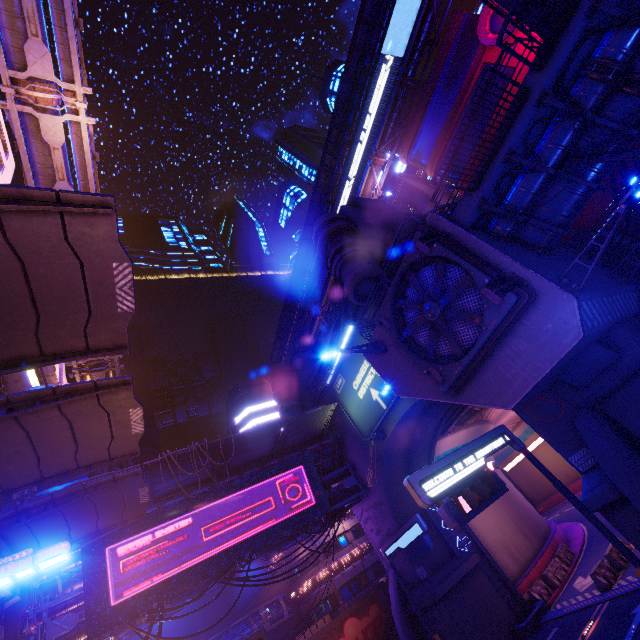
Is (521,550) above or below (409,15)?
below

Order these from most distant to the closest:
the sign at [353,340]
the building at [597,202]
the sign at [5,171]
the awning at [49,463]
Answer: the building at [597,202]
the sign at [353,340]
the sign at [5,171]
the awning at [49,463]

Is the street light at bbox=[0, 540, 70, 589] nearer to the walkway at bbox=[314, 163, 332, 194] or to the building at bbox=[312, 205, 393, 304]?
the walkway at bbox=[314, 163, 332, 194]

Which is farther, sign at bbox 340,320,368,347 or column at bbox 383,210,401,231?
column at bbox 383,210,401,231

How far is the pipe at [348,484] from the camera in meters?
23.9 m

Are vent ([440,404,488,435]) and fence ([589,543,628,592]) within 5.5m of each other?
no

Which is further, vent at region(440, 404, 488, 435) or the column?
vent at region(440, 404, 488, 435)

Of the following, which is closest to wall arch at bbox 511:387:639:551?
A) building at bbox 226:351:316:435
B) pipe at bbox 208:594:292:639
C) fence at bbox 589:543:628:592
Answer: fence at bbox 589:543:628:592
